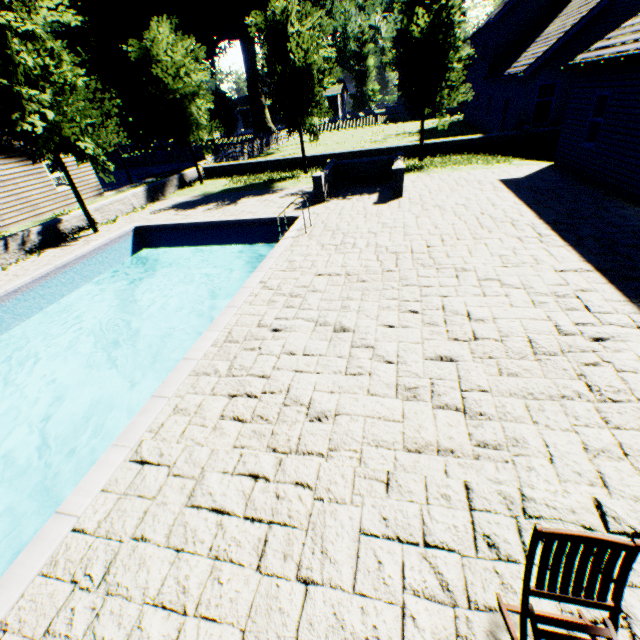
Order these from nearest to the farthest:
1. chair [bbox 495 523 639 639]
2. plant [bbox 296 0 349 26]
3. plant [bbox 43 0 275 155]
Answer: chair [bbox 495 523 639 639] → plant [bbox 43 0 275 155] → plant [bbox 296 0 349 26]

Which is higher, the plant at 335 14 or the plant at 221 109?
the plant at 335 14

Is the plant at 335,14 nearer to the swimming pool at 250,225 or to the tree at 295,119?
the tree at 295,119

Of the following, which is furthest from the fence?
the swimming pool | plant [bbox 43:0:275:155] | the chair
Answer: the chair

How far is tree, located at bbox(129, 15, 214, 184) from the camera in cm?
1653

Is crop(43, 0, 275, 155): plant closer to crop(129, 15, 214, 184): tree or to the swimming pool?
crop(129, 15, 214, 184): tree

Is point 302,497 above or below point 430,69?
below

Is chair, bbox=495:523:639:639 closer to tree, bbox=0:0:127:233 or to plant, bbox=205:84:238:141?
tree, bbox=0:0:127:233
